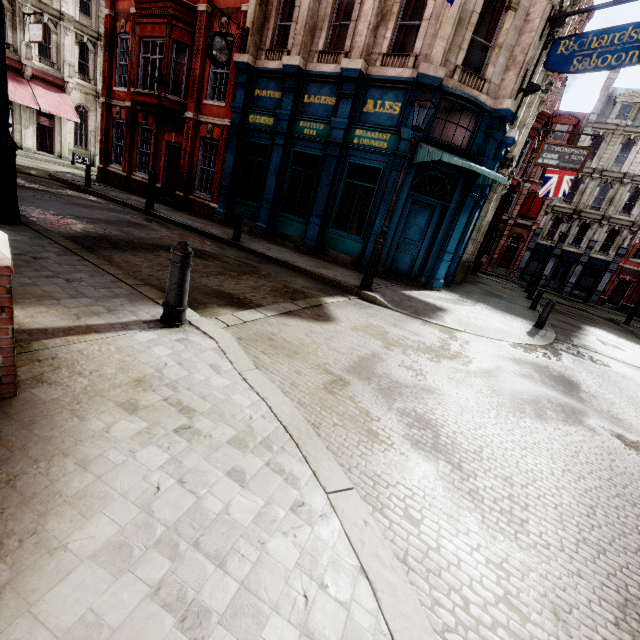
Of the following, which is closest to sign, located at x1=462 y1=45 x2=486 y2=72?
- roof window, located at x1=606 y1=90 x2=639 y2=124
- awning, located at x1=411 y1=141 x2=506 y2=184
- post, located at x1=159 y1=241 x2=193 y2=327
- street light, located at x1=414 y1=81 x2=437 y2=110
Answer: awning, located at x1=411 y1=141 x2=506 y2=184

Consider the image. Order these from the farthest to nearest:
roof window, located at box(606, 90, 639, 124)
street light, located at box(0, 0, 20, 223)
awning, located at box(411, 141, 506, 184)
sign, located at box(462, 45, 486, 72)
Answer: roof window, located at box(606, 90, 639, 124) → sign, located at box(462, 45, 486, 72) → awning, located at box(411, 141, 506, 184) → street light, located at box(0, 0, 20, 223)

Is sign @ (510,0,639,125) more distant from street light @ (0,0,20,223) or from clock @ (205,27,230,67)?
street light @ (0,0,20,223)

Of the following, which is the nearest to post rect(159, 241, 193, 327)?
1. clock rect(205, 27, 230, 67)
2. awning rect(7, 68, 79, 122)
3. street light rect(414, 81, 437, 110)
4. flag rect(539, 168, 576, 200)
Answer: street light rect(414, 81, 437, 110)

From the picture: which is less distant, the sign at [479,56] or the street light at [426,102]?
the street light at [426,102]

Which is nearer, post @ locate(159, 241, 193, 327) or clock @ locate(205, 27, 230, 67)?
post @ locate(159, 241, 193, 327)

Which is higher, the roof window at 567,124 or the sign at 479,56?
the roof window at 567,124

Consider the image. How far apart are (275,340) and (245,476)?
2.4m
